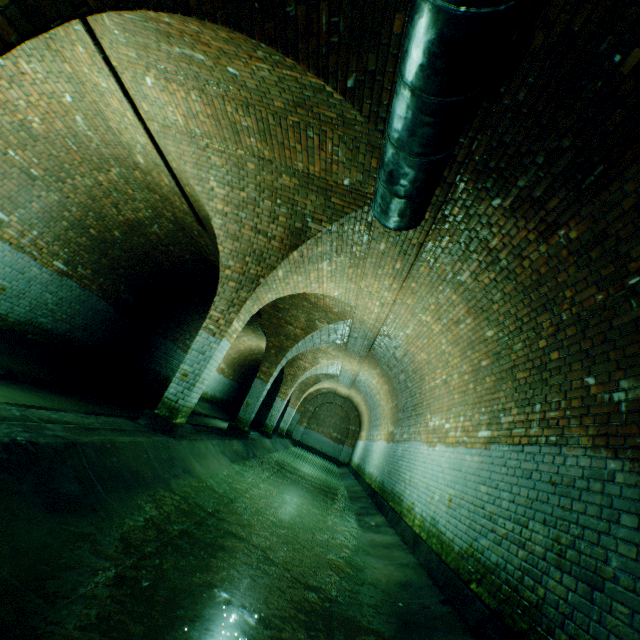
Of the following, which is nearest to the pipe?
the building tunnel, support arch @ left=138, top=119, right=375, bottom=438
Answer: the building tunnel

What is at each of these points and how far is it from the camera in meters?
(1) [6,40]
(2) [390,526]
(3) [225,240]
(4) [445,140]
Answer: (1) support arch, 1.7
(2) building tunnel, 6.7
(3) support arch, 6.1
(4) pipe, 2.6

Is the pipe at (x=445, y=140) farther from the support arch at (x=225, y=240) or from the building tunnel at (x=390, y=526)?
the support arch at (x=225, y=240)

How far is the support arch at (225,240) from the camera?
5.2 meters

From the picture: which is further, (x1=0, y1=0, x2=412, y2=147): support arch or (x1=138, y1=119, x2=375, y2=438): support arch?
(x1=138, y1=119, x2=375, y2=438): support arch

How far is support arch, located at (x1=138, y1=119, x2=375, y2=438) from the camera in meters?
5.2

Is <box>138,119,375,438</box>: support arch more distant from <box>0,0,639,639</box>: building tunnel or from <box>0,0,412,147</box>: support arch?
<box>0,0,412,147</box>: support arch

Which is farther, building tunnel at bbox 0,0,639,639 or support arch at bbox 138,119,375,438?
support arch at bbox 138,119,375,438
